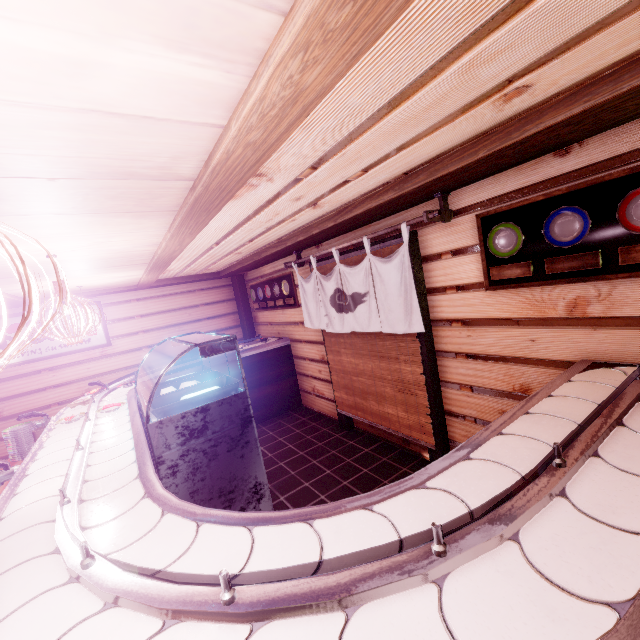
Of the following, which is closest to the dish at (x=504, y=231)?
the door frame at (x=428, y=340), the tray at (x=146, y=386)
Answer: the door frame at (x=428, y=340)

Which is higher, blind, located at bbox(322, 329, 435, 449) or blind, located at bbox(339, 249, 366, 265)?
blind, located at bbox(339, 249, 366, 265)

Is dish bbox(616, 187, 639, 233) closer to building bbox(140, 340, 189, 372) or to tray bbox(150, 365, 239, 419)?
building bbox(140, 340, 189, 372)

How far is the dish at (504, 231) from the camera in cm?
442

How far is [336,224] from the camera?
6.14m

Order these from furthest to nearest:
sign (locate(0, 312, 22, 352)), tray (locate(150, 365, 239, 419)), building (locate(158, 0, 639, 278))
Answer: sign (locate(0, 312, 22, 352))
tray (locate(150, 365, 239, 419))
building (locate(158, 0, 639, 278))

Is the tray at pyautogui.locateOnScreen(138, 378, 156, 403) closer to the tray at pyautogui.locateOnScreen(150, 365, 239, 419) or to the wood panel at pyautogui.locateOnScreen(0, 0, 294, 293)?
the tray at pyautogui.locateOnScreen(150, 365, 239, 419)

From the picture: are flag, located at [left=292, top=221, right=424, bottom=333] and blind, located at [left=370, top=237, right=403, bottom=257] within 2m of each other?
yes
